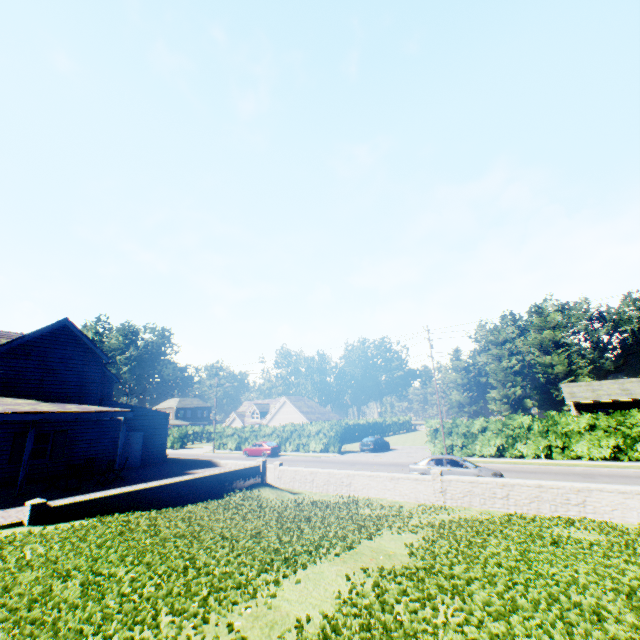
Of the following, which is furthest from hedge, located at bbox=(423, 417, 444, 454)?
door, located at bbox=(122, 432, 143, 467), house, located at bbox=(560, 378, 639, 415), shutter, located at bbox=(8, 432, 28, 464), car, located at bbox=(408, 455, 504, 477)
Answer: shutter, located at bbox=(8, 432, 28, 464)

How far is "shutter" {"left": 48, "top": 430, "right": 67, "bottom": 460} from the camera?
18.41m

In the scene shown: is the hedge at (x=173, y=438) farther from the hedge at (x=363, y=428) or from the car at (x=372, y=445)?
the car at (x=372, y=445)

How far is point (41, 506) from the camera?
10.2m

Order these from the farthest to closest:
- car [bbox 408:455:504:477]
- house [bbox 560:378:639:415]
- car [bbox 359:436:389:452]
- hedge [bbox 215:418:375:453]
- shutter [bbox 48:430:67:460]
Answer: hedge [bbox 215:418:375:453] < car [bbox 359:436:389:452] < house [bbox 560:378:639:415] < shutter [bbox 48:430:67:460] < car [bbox 408:455:504:477]

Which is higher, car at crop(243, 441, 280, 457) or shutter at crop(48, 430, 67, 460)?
shutter at crop(48, 430, 67, 460)

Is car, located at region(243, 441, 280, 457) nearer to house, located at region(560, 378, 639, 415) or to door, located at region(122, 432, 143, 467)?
door, located at region(122, 432, 143, 467)

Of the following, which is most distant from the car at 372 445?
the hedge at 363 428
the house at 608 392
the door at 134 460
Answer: the door at 134 460
